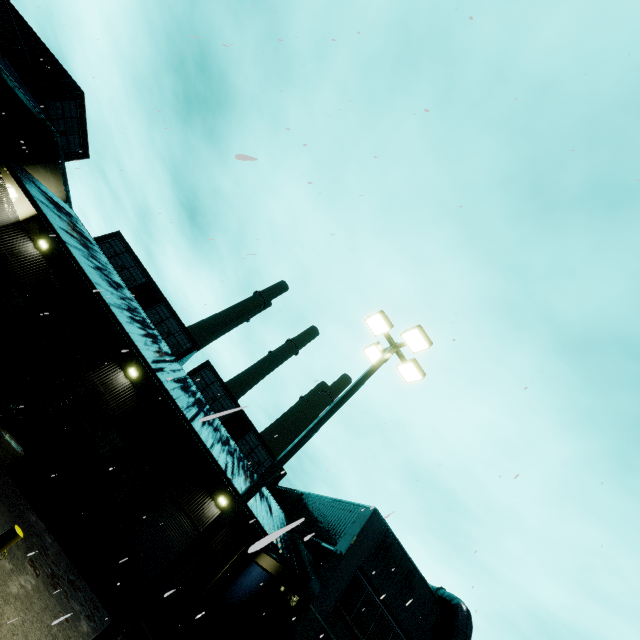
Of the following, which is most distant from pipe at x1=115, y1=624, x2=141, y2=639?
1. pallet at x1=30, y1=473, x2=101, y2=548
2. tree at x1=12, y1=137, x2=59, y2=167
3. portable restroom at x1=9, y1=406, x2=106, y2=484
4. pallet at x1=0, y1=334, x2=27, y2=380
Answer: tree at x1=12, y1=137, x2=59, y2=167

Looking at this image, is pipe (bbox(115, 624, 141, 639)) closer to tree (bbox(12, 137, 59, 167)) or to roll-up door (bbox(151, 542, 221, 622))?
roll-up door (bbox(151, 542, 221, 622))

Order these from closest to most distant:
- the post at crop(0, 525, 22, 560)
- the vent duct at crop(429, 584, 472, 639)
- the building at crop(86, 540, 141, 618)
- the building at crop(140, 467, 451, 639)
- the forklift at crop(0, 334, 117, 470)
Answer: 1. the post at crop(0, 525, 22, 560)
2. the forklift at crop(0, 334, 117, 470)
3. the building at crop(86, 540, 141, 618)
4. the building at crop(140, 467, 451, 639)
5. the vent duct at crop(429, 584, 472, 639)

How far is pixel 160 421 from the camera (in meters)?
19.28

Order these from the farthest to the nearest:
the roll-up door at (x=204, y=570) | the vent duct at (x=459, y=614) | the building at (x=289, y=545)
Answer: the roll-up door at (x=204, y=570) < the vent duct at (x=459, y=614) < the building at (x=289, y=545)

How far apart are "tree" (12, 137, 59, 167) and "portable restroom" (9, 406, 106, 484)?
12.2 meters

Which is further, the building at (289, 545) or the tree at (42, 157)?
the tree at (42, 157)

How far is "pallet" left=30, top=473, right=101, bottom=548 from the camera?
11.3 meters
